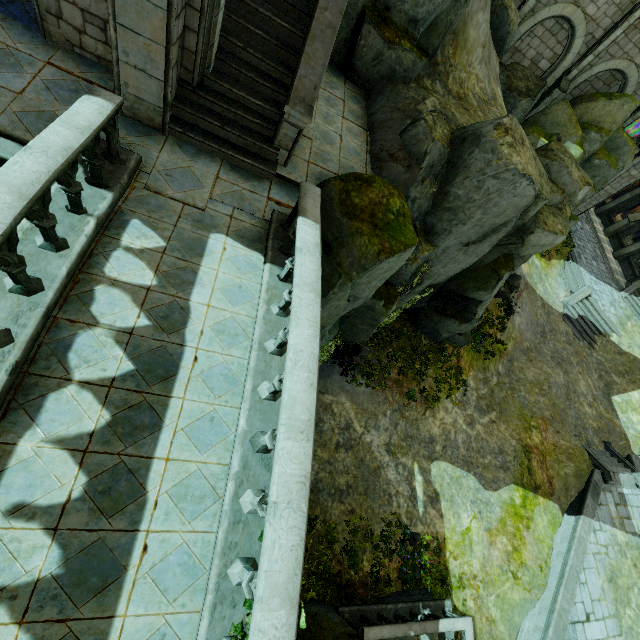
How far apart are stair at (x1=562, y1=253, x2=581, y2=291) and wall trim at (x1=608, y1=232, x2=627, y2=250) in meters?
7.5

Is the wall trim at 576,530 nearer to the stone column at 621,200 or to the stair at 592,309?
the stair at 592,309

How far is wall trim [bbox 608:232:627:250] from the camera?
28.0m

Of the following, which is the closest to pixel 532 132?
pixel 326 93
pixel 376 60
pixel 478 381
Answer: pixel 376 60

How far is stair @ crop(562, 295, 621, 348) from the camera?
22.3m

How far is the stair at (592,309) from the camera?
22.31m

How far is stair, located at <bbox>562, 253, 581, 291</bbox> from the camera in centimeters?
2341cm

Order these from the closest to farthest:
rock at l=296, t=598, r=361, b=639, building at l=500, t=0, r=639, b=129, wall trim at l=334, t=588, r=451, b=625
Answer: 1. rock at l=296, t=598, r=361, b=639
2. wall trim at l=334, t=588, r=451, b=625
3. building at l=500, t=0, r=639, b=129
